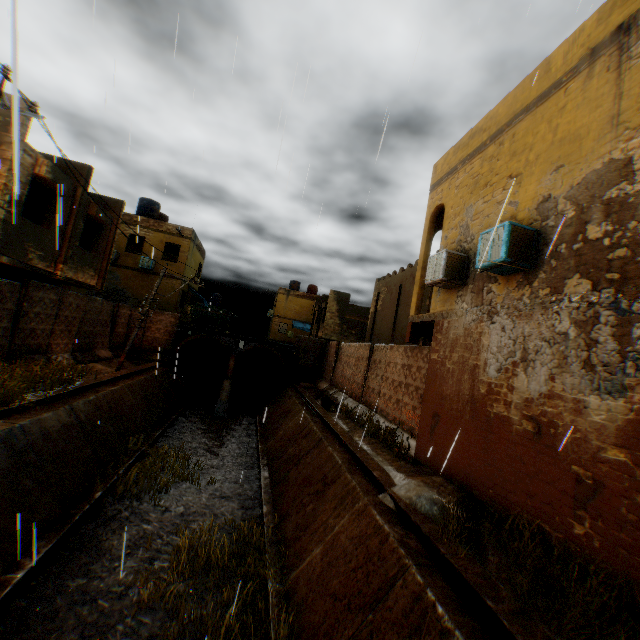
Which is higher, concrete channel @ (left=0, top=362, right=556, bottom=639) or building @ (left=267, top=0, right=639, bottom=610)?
building @ (left=267, top=0, right=639, bottom=610)

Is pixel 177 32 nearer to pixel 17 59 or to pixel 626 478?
pixel 17 59

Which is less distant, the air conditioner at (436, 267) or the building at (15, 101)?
the building at (15, 101)

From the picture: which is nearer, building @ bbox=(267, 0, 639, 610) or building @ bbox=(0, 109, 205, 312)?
building @ bbox=(267, 0, 639, 610)

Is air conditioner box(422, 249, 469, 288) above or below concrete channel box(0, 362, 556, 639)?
above

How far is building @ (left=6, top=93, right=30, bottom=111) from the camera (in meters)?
0.78

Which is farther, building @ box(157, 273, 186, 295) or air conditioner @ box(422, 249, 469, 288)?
building @ box(157, 273, 186, 295)

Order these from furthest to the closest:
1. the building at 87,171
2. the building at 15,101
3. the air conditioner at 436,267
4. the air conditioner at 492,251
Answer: the building at 87,171 < the air conditioner at 436,267 < the air conditioner at 492,251 < the building at 15,101
